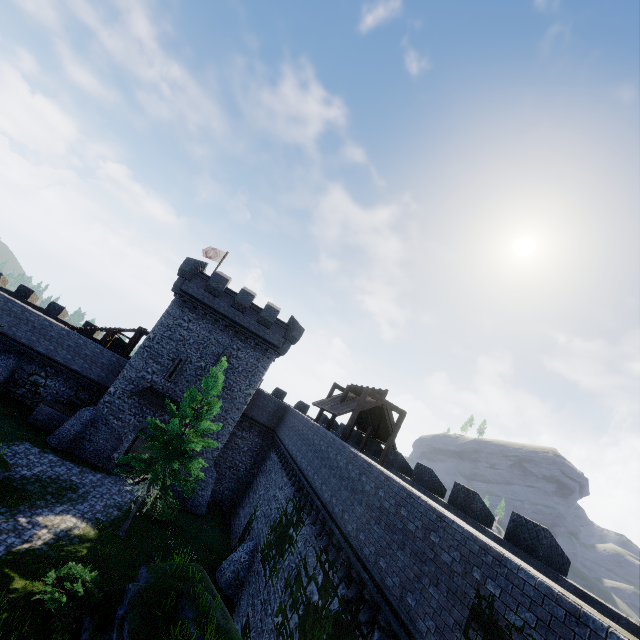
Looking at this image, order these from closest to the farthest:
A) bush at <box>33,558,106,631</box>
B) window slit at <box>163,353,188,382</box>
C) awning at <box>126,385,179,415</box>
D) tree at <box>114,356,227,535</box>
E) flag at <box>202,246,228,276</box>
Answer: bush at <box>33,558,106,631</box>, tree at <box>114,356,227,535</box>, awning at <box>126,385,179,415</box>, window slit at <box>163,353,188,382</box>, flag at <box>202,246,228,276</box>

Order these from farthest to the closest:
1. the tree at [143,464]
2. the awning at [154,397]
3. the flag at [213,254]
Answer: the flag at [213,254] → the awning at [154,397] → the tree at [143,464]

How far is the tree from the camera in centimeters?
1708cm

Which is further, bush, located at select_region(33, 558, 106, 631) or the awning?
the awning

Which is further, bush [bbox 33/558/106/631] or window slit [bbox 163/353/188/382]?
window slit [bbox 163/353/188/382]

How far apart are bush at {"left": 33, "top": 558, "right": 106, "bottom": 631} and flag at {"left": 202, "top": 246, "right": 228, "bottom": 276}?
24.8m

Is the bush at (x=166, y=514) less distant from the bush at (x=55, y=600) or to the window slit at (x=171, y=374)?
the bush at (x=55, y=600)

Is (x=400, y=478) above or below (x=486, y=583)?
above
